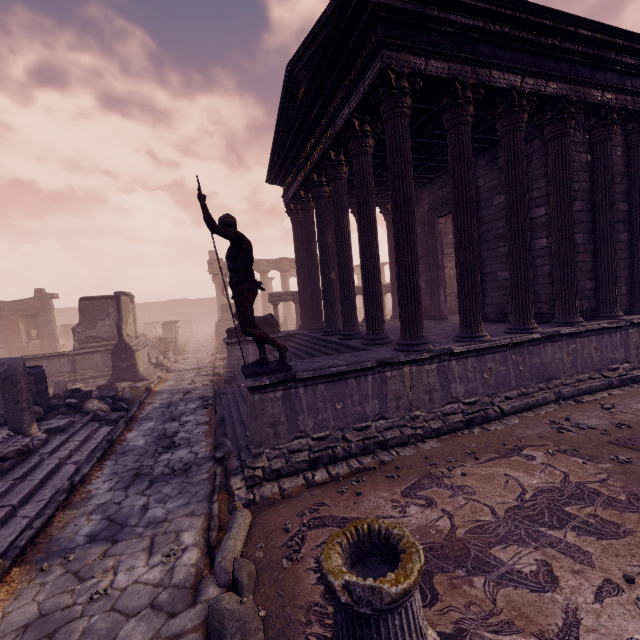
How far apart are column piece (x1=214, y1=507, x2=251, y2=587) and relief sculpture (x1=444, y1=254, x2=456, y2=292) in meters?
A: 12.3

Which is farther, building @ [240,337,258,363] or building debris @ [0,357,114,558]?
building @ [240,337,258,363]

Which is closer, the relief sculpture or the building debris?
the building debris

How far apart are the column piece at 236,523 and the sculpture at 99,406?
6.4m

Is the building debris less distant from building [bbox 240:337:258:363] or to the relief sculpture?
building [bbox 240:337:258:363]

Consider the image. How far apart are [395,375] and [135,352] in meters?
11.8

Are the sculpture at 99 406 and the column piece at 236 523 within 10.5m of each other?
yes

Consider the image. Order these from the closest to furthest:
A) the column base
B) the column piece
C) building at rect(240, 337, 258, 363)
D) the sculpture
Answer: the column base
the column piece
the sculpture
building at rect(240, 337, 258, 363)
